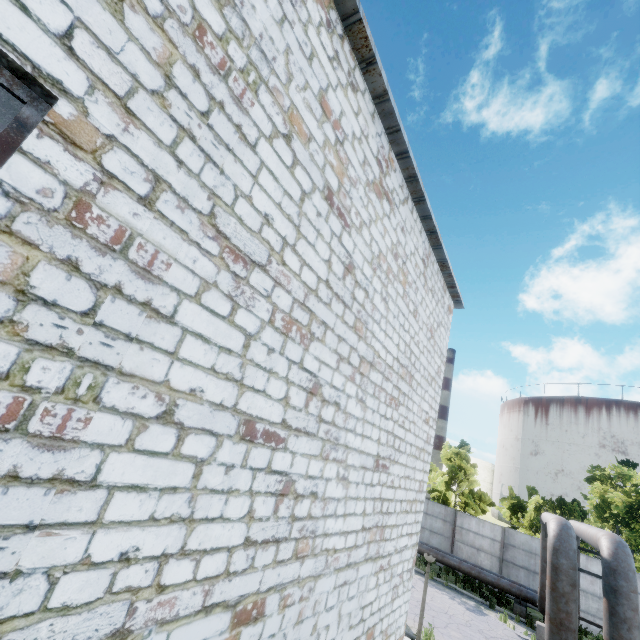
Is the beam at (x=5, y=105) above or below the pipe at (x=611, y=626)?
above

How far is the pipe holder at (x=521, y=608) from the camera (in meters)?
16.91

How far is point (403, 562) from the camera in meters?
7.7

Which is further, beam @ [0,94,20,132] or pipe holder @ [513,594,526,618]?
pipe holder @ [513,594,526,618]

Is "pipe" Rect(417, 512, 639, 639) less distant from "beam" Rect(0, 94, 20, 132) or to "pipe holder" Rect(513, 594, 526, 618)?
"pipe holder" Rect(513, 594, 526, 618)

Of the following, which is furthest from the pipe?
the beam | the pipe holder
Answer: the beam

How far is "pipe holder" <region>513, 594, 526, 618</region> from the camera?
16.9 meters

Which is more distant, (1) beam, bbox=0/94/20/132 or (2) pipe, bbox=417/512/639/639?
(2) pipe, bbox=417/512/639/639
